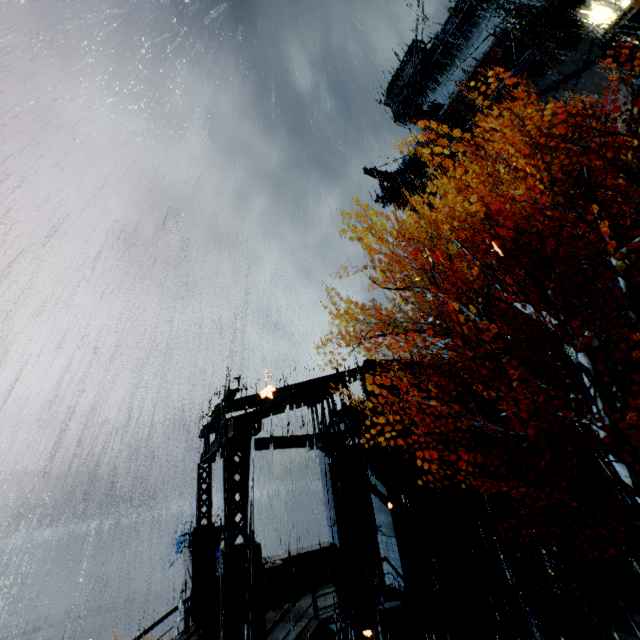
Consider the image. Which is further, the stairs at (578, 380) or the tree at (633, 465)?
the stairs at (578, 380)

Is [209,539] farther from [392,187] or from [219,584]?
[392,187]

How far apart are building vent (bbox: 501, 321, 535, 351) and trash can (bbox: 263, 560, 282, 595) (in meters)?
25.63

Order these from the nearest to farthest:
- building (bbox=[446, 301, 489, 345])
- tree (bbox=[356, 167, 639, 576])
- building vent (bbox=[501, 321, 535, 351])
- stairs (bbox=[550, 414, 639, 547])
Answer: tree (bbox=[356, 167, 639, 576]), stairs (bbox=[550, 414, 639, 547]), building vent (bbox=[501, 321, 535, 351]), building (bbox=[446, 301, 489, 345])

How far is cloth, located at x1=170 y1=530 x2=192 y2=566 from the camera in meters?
21.2

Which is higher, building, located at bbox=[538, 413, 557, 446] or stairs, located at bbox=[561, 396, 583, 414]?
stairs, located at bbox=[561, 396, 583, 414]

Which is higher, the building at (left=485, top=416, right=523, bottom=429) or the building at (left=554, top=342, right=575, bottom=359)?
the building at (left=554, top=342, right=575, bottom=359)

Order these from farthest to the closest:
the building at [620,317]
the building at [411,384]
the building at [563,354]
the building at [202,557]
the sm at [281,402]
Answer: the building at [563,354], the building at [620,317], the building at [411,384], the sm at [281,402], the building at [202,557]
